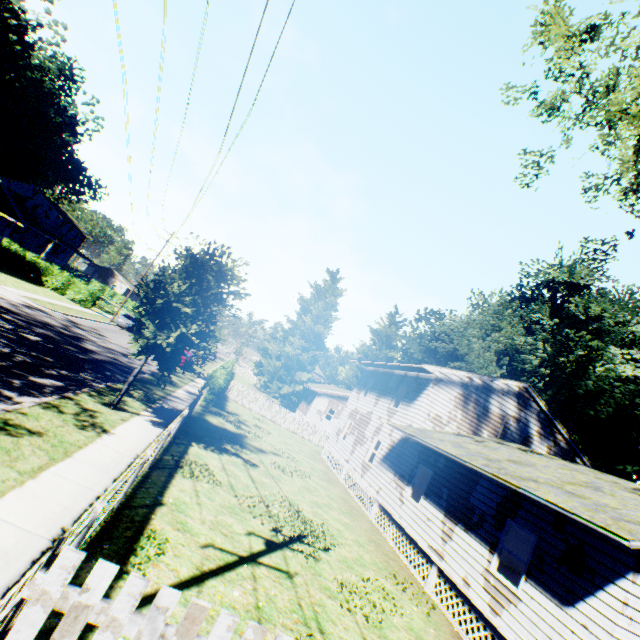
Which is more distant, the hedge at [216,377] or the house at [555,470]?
the hedge at [216,377]

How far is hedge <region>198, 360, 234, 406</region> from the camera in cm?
2114

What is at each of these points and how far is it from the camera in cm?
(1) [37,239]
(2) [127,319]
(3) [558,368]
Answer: (1) house, 4991
(2) car, 3600
(3) plant, 2480

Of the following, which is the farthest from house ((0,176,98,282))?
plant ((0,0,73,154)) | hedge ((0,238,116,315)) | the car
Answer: the car

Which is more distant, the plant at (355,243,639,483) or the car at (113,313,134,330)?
the car at (113,313,134,330)

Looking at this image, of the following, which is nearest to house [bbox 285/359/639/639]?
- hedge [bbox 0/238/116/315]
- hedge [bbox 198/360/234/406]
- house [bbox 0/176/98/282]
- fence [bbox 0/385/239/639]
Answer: fence [bbox 0/385/239/639]

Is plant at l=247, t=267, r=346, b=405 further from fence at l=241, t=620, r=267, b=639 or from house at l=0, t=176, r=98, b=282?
house at l=0, t=176, r=98, b=282

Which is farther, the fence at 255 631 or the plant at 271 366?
the plant at 271 366
